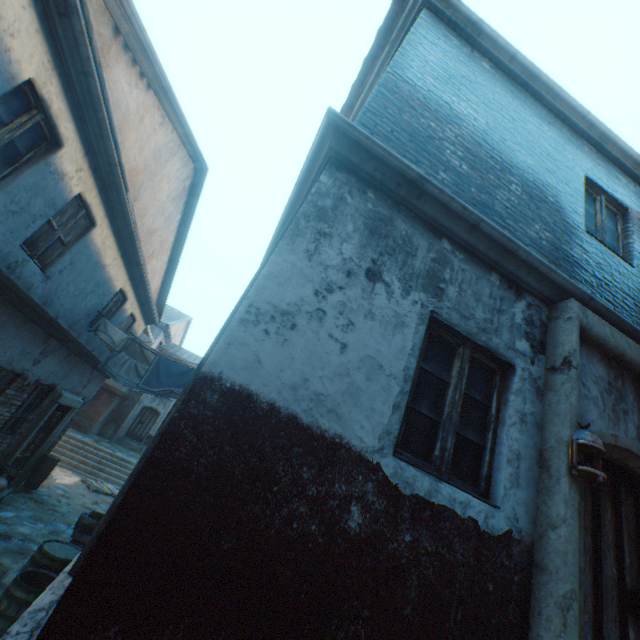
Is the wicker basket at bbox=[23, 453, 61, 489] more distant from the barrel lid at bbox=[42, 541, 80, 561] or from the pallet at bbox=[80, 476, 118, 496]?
the barrel lid at bbox=[42, 541, 80, 561]

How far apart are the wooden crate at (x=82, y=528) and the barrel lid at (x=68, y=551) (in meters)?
2.87

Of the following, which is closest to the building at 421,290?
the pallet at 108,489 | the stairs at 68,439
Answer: the stairs at 68,439

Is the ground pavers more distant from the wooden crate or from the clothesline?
the clothesline

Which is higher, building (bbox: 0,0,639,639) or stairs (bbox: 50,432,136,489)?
building (bbox: 0,0,639,639)

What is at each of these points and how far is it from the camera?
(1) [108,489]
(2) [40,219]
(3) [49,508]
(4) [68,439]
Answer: (1) pallet, 13.4m
(2) building, 5.0m
(3) ground pavers, 9.0m
(4) stairs, 15.9m

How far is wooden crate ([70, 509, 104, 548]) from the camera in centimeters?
715cm

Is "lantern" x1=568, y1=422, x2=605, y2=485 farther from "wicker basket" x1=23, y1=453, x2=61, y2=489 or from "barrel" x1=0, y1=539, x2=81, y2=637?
"wicker basket" x1=23, y1=453, x2=61, y2=489
